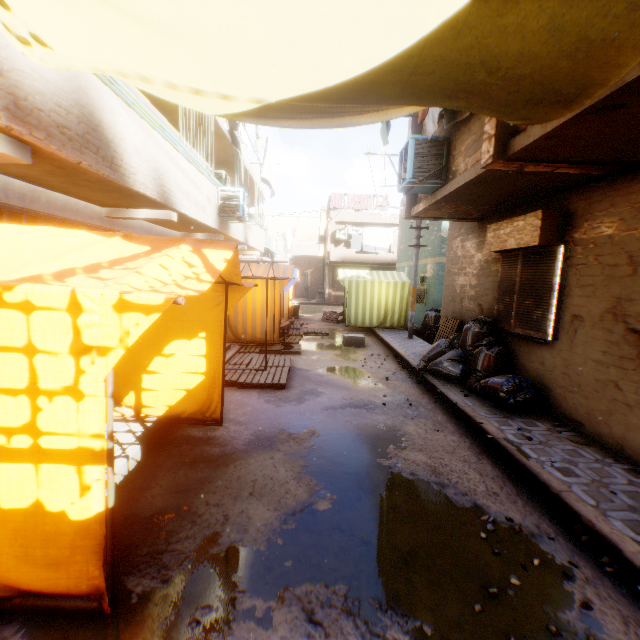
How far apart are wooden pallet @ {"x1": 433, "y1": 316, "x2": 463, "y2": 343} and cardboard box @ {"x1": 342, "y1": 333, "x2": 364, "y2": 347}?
1.8m

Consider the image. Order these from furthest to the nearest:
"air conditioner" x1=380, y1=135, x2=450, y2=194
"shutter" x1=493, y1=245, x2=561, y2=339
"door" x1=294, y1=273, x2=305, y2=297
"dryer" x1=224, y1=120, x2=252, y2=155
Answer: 1. "door" x1=294, y1=273, x2=305, y2=297
2. "dryer" x1=224, y1=120, x2=252, y2=155
3. "air conditioner" x1=380, y1=135, x2=450, y2=194
4. "shutter" x1=493, y1=245, x2=561, y2=339

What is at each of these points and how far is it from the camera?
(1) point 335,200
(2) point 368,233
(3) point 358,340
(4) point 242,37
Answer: (1) wooden shield, 24.9m
(2) dryer, 24.4m
(3) cardboard box, 11.0m
(4) tent, 2.1m

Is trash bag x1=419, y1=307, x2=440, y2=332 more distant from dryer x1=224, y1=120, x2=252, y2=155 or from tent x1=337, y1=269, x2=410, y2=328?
dryer x1=224, y1=120, x2=252, y2=155

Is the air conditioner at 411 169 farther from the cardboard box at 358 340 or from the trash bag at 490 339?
the cardboard box at 358 340

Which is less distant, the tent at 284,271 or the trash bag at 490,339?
the trash bag at 490,339

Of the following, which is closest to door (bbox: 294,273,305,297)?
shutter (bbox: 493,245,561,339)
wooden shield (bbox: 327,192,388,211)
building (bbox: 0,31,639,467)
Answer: building (bbox: 0,31,639,467)
